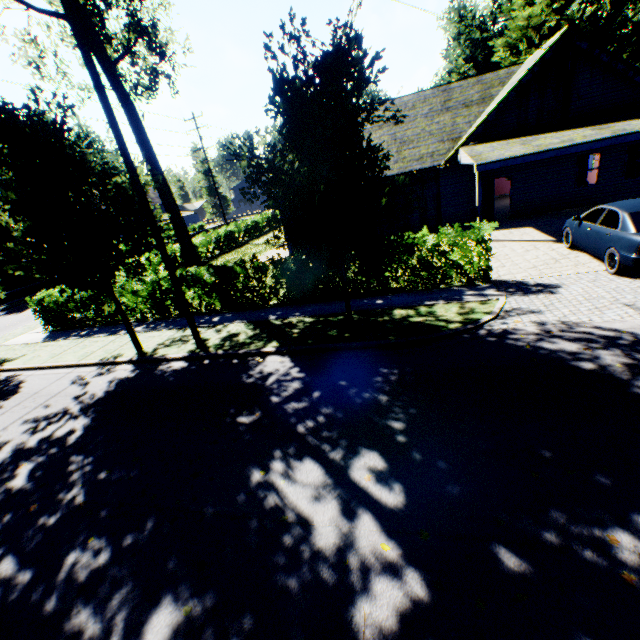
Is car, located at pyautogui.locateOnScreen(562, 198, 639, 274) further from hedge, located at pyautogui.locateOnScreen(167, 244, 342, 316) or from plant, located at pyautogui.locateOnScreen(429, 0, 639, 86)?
plant, located at pyautogui.locateOnScreen(429, 0, 639, 86)

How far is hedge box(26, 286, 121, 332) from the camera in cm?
1352

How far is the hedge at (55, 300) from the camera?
13.5 meters

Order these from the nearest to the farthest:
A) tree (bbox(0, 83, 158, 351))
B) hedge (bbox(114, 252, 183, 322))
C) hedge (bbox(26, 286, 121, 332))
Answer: tree (bbox(0, 83, 158, 351)) < hedge (bbox(114, 252, 183, 322)) < hedge (bbox(26, 286, 121, 332))

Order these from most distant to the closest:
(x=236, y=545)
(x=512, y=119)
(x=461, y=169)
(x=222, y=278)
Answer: (x=461, y=169), (x=512, y=119), (x=222, y=278), (x=236, y=545)

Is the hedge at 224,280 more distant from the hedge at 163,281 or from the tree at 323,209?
the tree at 323,209

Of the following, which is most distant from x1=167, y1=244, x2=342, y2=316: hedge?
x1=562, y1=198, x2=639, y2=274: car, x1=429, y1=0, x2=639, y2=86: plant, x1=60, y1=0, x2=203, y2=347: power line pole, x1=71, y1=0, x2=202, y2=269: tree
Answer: x1=429, y1=0, x2=639, y2=86: plant
